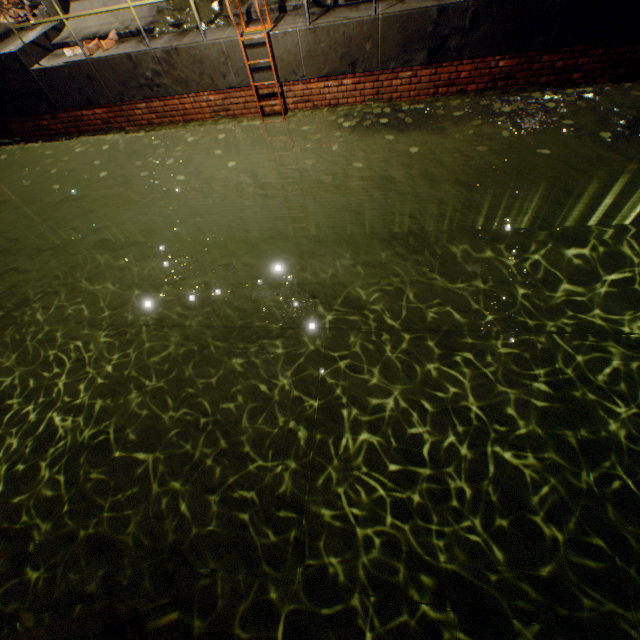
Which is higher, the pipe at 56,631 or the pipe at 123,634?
the pipe at 56,631

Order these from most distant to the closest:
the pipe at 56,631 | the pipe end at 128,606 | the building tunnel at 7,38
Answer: the building tunnel at 7,38, the pipe end at 128,606, the pipe at 56,631

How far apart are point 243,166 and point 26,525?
8.75m

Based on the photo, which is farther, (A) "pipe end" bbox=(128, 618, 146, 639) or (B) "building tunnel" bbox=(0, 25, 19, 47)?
(B) "building tunnel" bbox=(0, 25, 19, 47)

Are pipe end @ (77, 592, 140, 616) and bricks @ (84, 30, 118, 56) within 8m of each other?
no

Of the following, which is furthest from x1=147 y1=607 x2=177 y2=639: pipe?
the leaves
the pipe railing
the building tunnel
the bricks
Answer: the building tunnel

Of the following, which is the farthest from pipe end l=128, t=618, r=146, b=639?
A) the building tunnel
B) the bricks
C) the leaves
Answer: the building tunnel

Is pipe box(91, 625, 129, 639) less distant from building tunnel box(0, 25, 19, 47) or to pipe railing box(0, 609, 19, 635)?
pipe railing box(0, 609, 19, 635)
